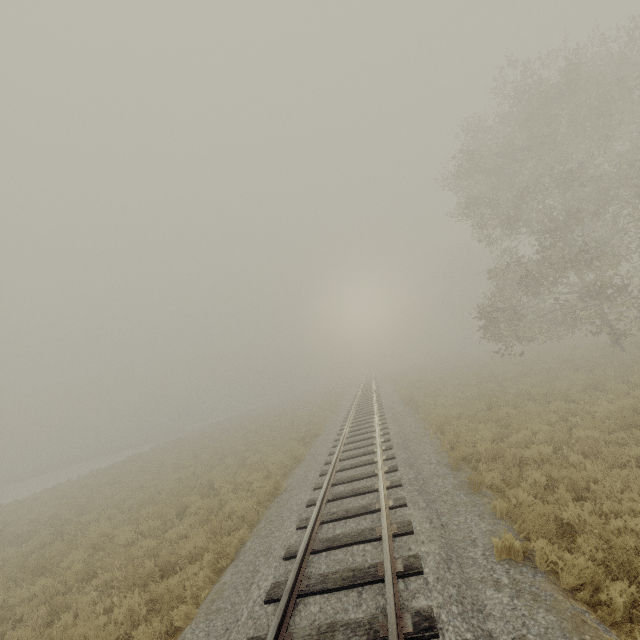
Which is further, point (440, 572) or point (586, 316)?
point (586, 316)
